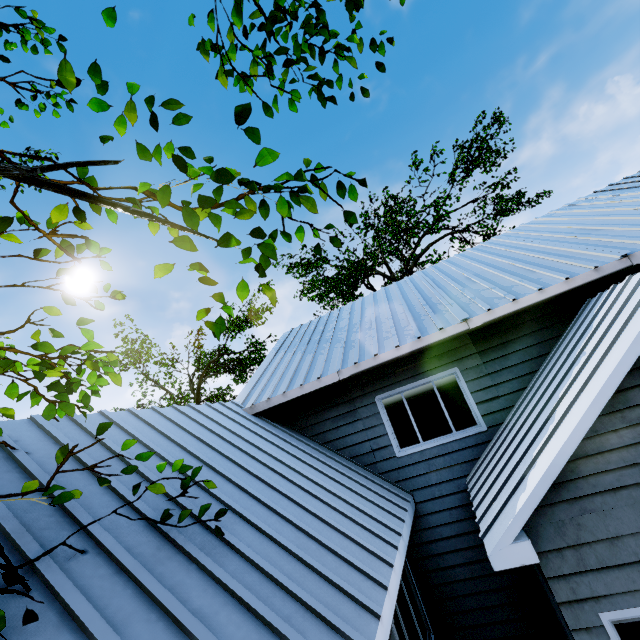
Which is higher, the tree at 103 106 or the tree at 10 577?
the tree at 103 106

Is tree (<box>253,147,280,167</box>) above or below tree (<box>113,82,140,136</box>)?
below

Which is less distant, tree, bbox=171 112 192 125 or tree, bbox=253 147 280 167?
tree, bbox=253 147 280 167

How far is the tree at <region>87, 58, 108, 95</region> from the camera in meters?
2.2 m

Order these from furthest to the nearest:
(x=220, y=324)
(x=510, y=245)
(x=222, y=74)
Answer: (x=510, y=245) < (x=222, y=74) < (x=220, y=324)

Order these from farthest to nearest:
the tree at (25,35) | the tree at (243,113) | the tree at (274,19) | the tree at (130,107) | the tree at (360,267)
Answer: the tree at (360,267) < the tree at (25,35) < the tree at (274,19) < the tree at (130,107) < the tree at (243,113)

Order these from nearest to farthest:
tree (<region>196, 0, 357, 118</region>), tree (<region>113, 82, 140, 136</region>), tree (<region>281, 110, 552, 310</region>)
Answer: tree (<region>113, 82, 140, 136</region>), tree (<region>196, 0, 357, 118</region>), tree (<region>281, 110, 552, 310</region>)
